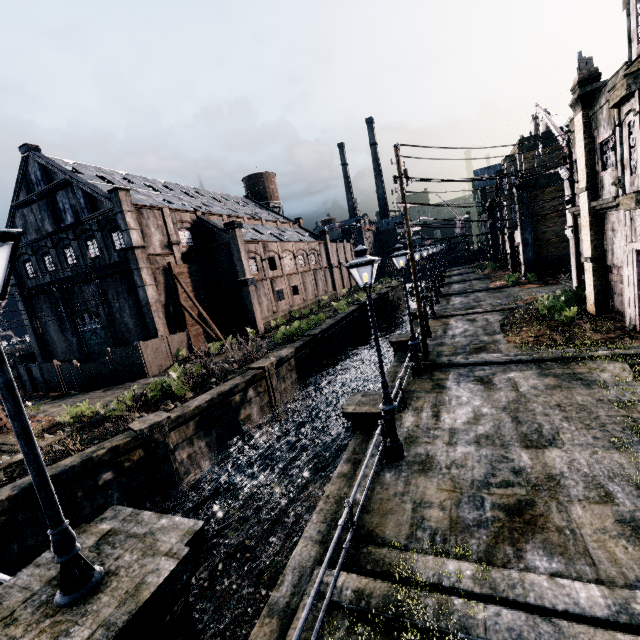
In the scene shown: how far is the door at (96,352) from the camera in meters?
33.9

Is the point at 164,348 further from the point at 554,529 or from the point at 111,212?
the point at 554,529

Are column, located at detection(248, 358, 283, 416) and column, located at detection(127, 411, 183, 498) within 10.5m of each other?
yes

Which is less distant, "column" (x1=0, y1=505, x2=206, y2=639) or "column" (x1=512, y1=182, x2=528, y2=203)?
"column" (x1=0, y1=505, x2=206, y2=639)

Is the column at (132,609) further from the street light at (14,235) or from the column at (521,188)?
the column at (521,188)

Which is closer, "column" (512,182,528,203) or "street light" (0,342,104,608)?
"street light" (0,342,104,608)

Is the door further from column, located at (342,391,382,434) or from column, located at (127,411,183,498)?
column, located at (342,391,382,434)

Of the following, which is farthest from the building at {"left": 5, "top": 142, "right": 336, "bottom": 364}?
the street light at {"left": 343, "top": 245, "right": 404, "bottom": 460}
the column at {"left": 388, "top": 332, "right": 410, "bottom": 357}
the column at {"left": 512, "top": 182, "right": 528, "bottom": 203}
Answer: the column at {"left": 512, "top": 182, "right": 528, "bottom": 203}
